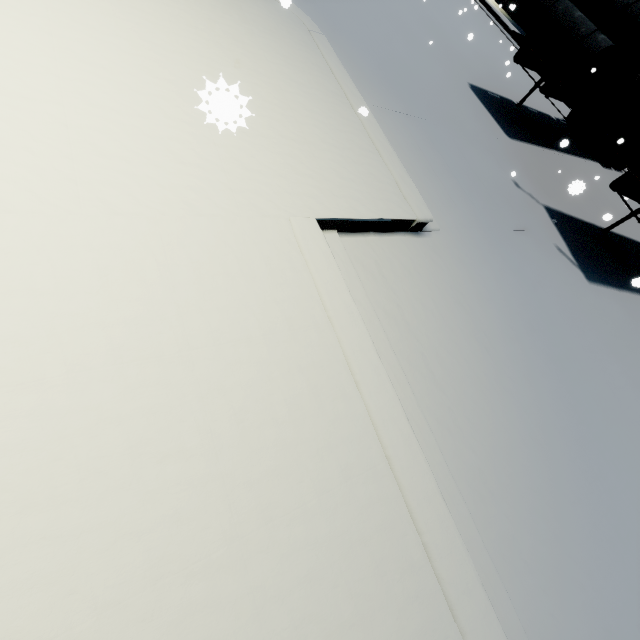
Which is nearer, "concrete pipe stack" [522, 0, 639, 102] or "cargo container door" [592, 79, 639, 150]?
"cargo container door" [592, 79, 639, 150]

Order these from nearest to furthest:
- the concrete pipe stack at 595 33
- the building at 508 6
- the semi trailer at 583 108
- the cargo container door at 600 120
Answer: the cargo container door at 600 120, the semi trailer at 583 108, the concrete pipe stack at 595 33, the building at 508 6

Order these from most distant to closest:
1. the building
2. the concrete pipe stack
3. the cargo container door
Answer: the building, the concrete pipe stack, the cargo container door

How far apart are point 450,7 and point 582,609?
19.6m

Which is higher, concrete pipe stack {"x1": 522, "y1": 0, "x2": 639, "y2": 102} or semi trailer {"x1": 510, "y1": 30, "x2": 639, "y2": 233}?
concrete pipe stack {"x1": 522, "y1": 0, "x2": 639, "y2": 102}

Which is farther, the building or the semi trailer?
the building

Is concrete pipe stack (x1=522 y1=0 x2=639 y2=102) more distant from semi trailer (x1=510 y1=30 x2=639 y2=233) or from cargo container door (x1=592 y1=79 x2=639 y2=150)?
cargo container door (x1=592 y1=79 x2=639 y2=150)

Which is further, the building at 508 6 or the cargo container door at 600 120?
the building at 508 6
